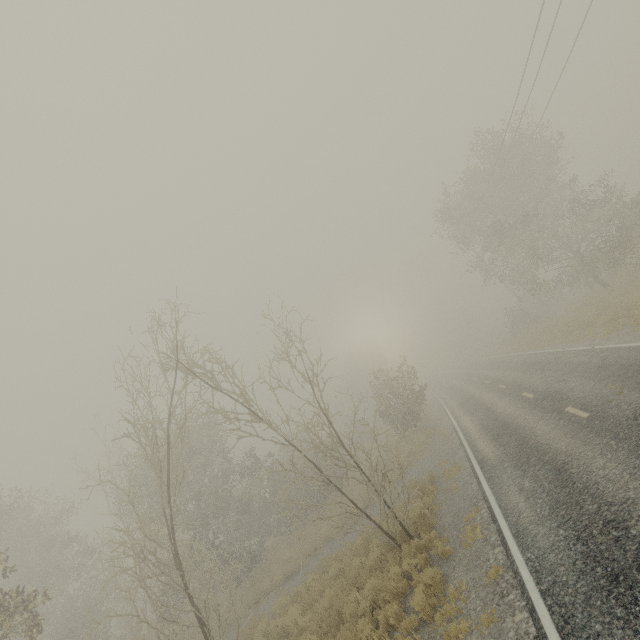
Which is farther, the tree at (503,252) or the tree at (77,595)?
the tree at (503,252)

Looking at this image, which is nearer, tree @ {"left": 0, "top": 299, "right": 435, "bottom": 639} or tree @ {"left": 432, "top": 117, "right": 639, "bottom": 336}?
tree @ {"left": 0, "top": 299, "right": 435, "bottom": 639}

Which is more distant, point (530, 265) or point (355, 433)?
point (355, 433)
